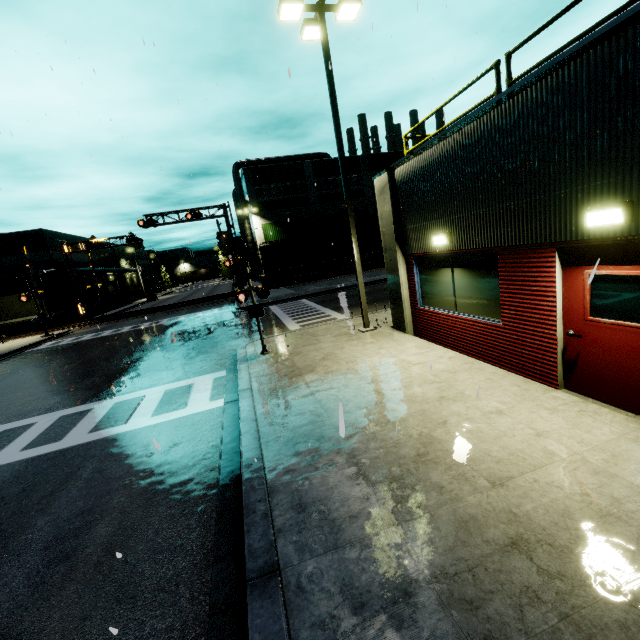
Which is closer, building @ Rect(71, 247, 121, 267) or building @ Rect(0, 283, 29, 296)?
building @ Rect(0, 283, 29, 296)

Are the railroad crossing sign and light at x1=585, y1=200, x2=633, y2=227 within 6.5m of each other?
no

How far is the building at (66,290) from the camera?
37.0m

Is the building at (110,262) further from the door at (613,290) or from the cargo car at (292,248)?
the cargo car at (292,248)

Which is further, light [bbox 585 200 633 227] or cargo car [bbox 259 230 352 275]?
cargo car [bbox 259 230 352 275]

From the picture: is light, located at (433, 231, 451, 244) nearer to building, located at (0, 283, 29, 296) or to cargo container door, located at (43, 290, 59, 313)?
building, located at (0, 283, 29, 296)

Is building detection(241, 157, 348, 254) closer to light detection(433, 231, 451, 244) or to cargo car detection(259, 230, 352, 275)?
light detection(433, 231, 451, 244)

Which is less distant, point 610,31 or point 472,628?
point 472,628
